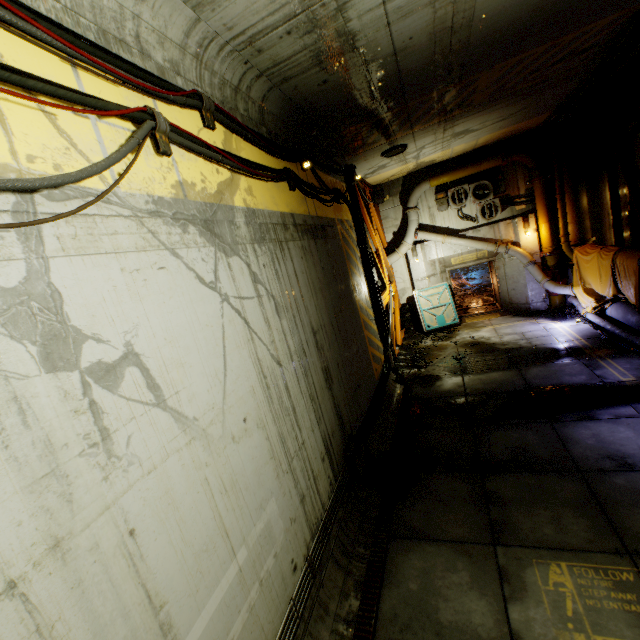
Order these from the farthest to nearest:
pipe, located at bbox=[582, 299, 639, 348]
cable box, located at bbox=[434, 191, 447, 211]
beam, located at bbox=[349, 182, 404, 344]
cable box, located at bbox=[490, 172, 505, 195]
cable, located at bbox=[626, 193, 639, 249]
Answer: cable box, located at bbox=[434, 191, 447, 211] → cable box, located at bbox=[490, 172, 505, 195] → beam, located at bbox=[349, 182, 404, 344] → cable, located at bbox=[626, 193, 639, 249] → pipe, located at bbox=[582, 299, 639, 348]

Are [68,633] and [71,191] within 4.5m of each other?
yes

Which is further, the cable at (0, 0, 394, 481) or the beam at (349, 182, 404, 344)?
the beam at (349, 182, 404, 344)

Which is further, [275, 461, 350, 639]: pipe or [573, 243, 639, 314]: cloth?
[573, 243, 639, 314]: cloth

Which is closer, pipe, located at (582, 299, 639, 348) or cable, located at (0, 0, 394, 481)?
cable, located at (0, 0, 394, 481)

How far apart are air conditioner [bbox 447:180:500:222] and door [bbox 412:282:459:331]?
2.8 meters

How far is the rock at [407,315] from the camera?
10.6m

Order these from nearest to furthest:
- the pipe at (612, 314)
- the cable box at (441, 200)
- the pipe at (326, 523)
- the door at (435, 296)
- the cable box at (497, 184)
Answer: the pipe at (326, 523) < the pipe at (612, 314) < the cable box at (497, 184) < the cable box at (441, 200) < the door at (435, 296)
